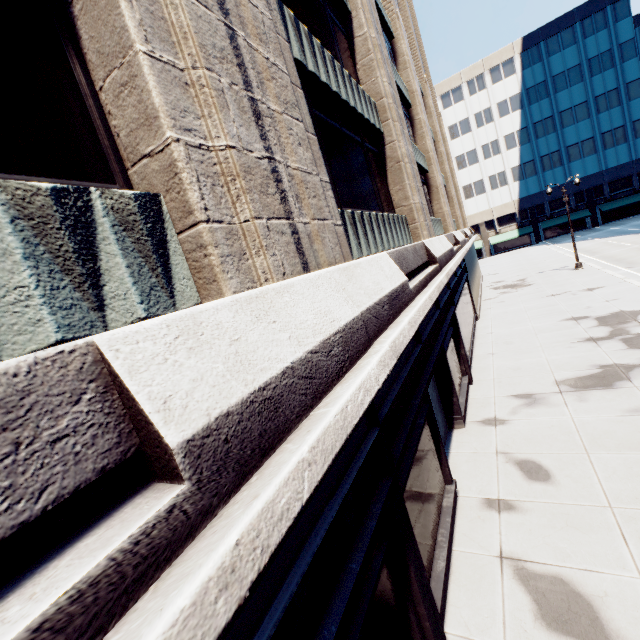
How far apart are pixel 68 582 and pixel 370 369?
2.6 meters
